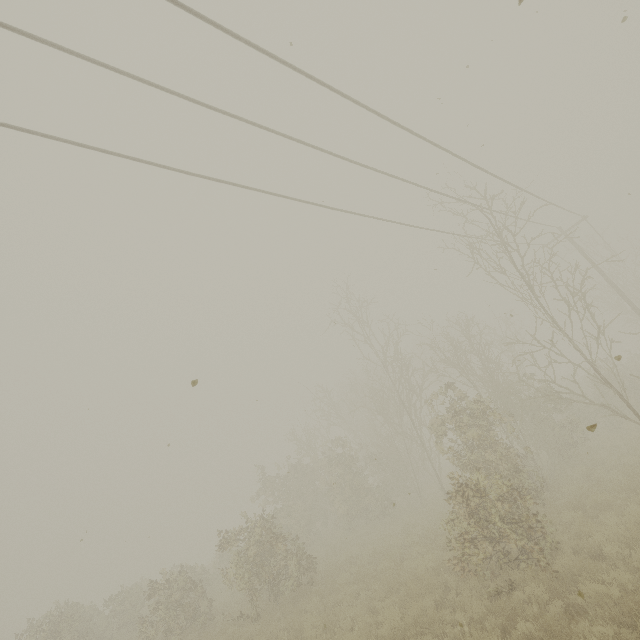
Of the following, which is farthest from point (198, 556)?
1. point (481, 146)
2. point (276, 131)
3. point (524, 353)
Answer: point (481, 146)
